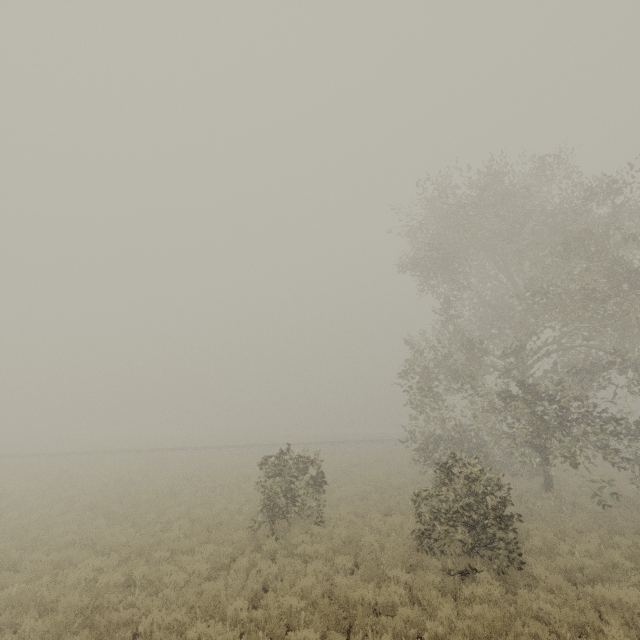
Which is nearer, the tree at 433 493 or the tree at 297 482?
the tree at 433 493

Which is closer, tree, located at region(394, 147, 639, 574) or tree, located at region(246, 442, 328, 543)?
tree, located at region(394, 147, 639, 574)

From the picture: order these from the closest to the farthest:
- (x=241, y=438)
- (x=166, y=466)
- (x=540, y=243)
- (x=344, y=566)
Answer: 1. (x=344, y=566)
2. (x=540, y=243)
3. (x=166, y=466)
4. (x=241, y=438)

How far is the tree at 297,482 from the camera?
11.5 meters

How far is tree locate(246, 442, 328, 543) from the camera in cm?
1155
